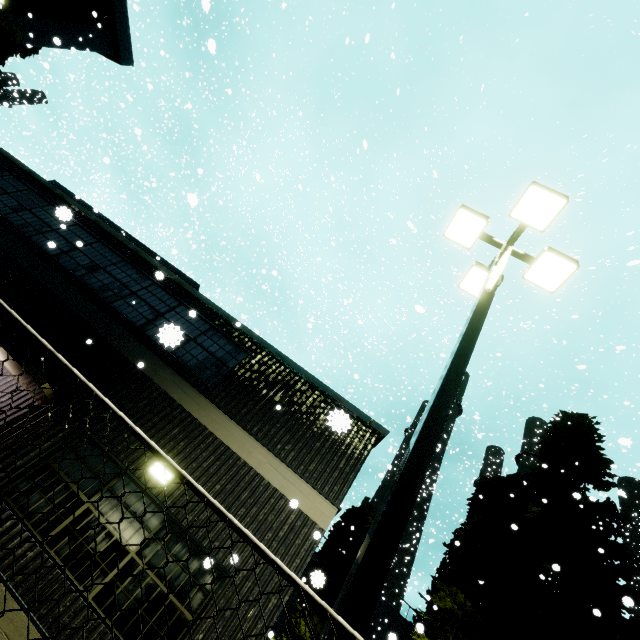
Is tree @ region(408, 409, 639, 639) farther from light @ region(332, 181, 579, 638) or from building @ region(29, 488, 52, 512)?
light @ region(332, 181, 579, 638)

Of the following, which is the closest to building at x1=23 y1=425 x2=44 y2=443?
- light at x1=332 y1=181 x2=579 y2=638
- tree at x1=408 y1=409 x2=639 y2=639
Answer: light at x1=332 y1=181 x2=579 y2=638

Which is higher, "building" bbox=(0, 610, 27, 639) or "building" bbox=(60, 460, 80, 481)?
"building" bbox=(60, 460, 80, 481)

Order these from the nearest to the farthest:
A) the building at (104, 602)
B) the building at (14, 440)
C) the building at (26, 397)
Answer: the building at (104, 602), the building at (14, 440), the building at (26, 397)

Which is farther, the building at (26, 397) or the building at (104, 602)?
the building at (26, 397)

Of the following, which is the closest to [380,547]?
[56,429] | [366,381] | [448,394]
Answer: [448,394]
